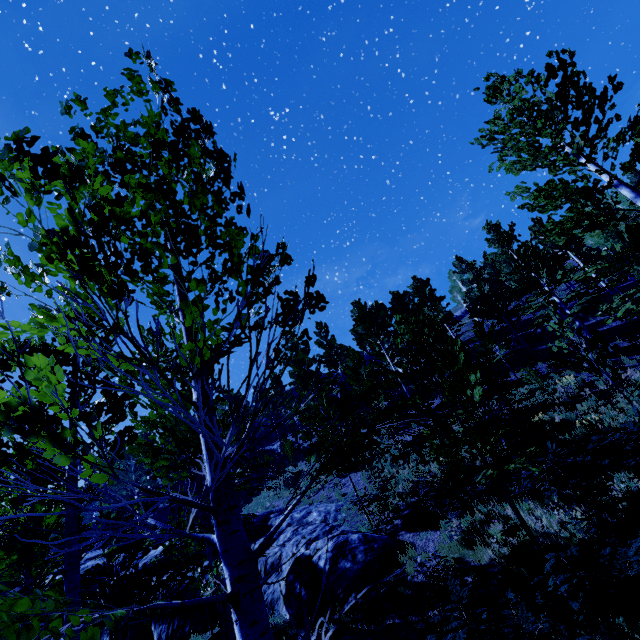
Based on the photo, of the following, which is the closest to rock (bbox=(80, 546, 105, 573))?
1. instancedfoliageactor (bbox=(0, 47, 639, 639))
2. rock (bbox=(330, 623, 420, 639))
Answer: instancedfoliageactor (bbox=(0, 47, 639, 639))

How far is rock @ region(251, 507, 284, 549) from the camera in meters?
15.1 m

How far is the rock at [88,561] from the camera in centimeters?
2166cm

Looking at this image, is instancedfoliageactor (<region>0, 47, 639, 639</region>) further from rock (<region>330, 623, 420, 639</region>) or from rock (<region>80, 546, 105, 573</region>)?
rock (<region>330, 623, 420, 639</region>)

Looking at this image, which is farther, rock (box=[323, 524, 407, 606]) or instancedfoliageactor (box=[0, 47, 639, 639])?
rock (box=[323, 524, 407, 606])

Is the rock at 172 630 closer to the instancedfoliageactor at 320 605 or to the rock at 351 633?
the instancedfoliageactor at 320 605

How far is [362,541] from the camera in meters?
10.1
